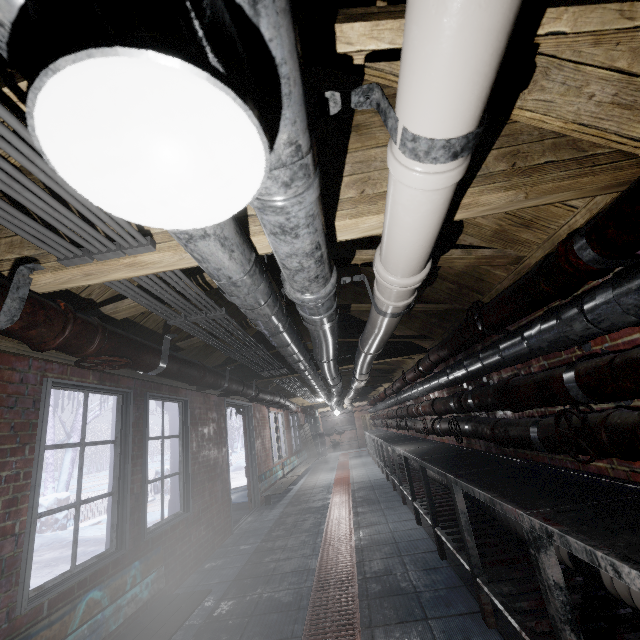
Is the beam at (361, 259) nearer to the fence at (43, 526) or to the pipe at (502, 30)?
the pipe at (502, 30)

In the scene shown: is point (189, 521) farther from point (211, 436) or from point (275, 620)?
point (275, 620)

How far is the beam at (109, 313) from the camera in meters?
2.0 m

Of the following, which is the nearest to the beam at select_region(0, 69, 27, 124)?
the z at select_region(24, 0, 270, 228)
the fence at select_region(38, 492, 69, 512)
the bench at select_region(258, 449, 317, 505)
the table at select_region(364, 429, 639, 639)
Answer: the z at select_region(24, 0, 270, 228)

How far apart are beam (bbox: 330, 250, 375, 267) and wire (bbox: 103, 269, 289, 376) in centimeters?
18cm
